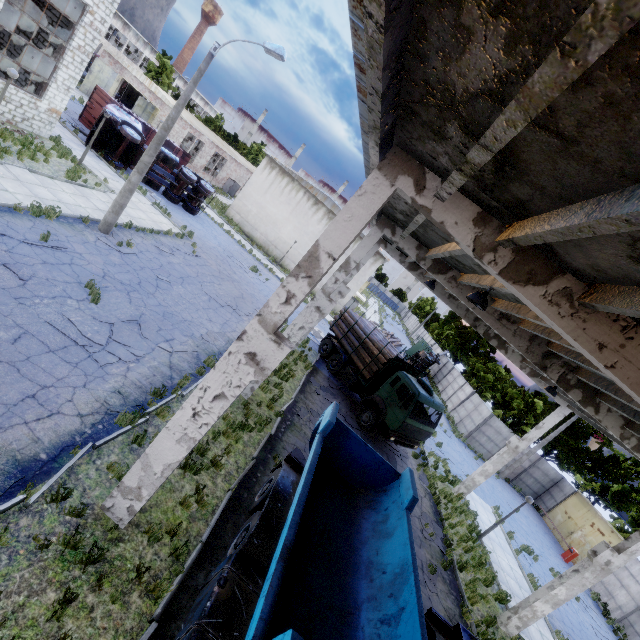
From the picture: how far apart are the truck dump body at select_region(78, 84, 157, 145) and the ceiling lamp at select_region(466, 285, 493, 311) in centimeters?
2938cm

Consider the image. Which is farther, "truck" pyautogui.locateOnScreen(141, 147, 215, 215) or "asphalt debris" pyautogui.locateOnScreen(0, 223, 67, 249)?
"truck" pyautogui.locateOnScreen(141, 147, 215, 215)

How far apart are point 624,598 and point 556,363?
22.49m

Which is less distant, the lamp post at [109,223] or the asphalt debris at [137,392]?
the asphalt debris at [137,392]

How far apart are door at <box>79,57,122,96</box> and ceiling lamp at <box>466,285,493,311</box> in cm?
4532

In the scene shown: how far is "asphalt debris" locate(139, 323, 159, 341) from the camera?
10.7 meters

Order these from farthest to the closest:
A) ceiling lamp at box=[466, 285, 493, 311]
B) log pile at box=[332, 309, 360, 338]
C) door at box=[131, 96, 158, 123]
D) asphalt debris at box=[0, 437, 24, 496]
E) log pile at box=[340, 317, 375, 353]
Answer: door at box=[131, 96, 158, 123]
log pile at box=[332, 309, 360, 338]
log pile at box=[340, 317, 375, 353]
ceiling lamp at box=[466, 285, 493, 311]
asphalt debris at box=[0, 437, 24, 496]

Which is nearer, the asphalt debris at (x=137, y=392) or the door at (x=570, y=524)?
the asphalt debris at (x=137, y=392)
